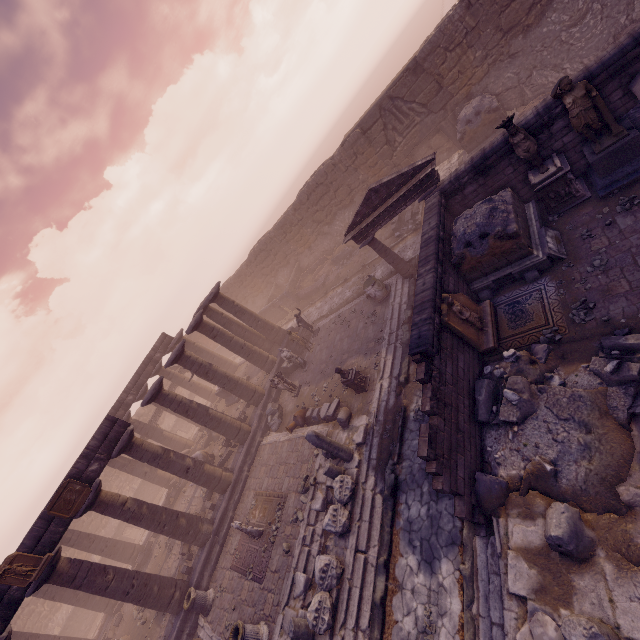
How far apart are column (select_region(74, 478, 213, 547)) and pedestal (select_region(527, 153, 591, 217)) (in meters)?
18.08

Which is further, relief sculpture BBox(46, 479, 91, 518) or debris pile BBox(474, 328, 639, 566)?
relief sculpture BBox(46, 479, 91, 518)

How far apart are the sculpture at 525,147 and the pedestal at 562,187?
0.0 meters

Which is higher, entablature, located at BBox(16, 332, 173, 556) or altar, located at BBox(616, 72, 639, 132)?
entablature, located at BBox(16, 332, 173, 556)

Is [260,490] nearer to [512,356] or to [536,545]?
[536,545]

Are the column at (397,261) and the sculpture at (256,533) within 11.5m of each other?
no

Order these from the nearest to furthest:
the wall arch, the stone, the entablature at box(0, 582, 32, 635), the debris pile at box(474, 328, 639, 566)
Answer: the debris pile at box(474, 328, 639, 566) → the stone → the entablature at box(0, 582, 32, 635) → the wall arch

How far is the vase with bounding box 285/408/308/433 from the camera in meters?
14.3 m
